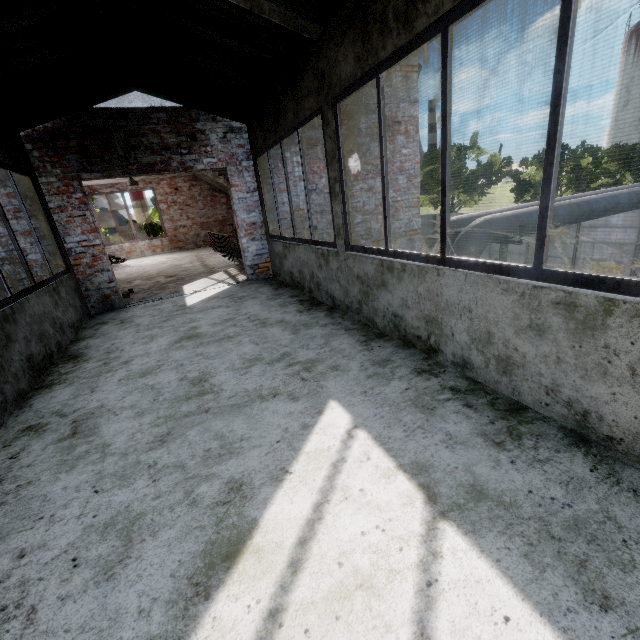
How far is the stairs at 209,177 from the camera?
13.0 meters

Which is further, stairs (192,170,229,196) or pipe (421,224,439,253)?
stairs (192,170,229,196)

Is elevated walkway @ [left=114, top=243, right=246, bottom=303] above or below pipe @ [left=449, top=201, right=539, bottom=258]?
below

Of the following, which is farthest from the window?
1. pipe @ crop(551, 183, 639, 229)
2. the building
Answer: pipe @ crop(551, 183, 639, 229)

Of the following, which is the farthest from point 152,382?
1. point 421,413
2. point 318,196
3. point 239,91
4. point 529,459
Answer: point 318,196

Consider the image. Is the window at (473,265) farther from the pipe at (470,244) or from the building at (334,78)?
the pipe at (470,244)

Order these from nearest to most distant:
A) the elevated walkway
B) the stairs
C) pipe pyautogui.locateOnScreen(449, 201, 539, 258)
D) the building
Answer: the building, pipe pyautogui.locateOnScreen(449, 201, 539, 258), the elevated walkway, the stairs
